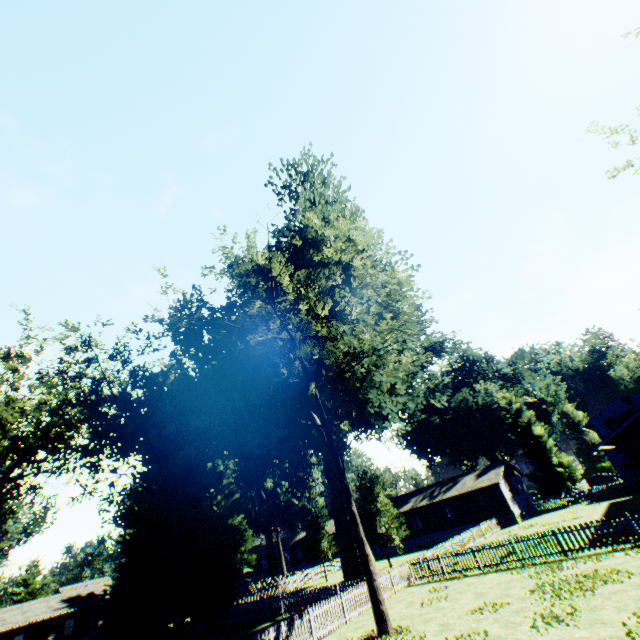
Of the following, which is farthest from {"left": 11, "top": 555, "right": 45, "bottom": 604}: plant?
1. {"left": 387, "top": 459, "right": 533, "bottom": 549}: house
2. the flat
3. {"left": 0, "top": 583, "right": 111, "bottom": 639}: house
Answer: the flat

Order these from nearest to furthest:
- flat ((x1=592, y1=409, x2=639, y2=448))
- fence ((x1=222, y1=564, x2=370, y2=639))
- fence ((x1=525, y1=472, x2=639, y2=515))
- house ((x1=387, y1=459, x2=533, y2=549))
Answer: fence ((x1=222, y1=564, x2=370, y2=639)) < flat ((x1=592, y1=409, x2=639, y2=448)) < fence ((x1=525, y1=472, x2=639, y2=515)) < house ((x1=387, y1=459, x2=533, y2=549))

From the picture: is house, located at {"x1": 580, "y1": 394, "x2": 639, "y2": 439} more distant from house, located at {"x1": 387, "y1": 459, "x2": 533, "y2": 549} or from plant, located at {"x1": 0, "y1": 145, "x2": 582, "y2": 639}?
house, located at {"x1": 387, "y1": 459, "x2": 533, "y2": 549}

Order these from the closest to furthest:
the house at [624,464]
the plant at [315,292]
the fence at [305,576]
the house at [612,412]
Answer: the fence at [305,576] → the plant at [315,292] → the house at [624,464] → the house at [612,412]

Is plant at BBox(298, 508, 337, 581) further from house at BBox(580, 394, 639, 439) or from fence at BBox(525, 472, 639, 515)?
house at BBox(580, 394, 639, 439)

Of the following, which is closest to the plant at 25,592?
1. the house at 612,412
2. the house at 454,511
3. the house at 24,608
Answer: the house at 454,511

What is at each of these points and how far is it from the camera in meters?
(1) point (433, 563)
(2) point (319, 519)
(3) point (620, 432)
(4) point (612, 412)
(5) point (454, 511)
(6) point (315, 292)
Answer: (1) fence, 21.7 m
(2) plant, 39.7 m
(3) flat, 21.1 m
(4) house, 45.9 m
(5) house, 41.2 m
(6) plant, 16.9 m

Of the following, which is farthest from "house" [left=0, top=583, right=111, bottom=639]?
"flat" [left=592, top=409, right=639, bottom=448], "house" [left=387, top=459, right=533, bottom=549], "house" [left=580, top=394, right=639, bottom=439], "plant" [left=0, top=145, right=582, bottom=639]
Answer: "house" [left=580, top=394, right=639, bottom=439]
